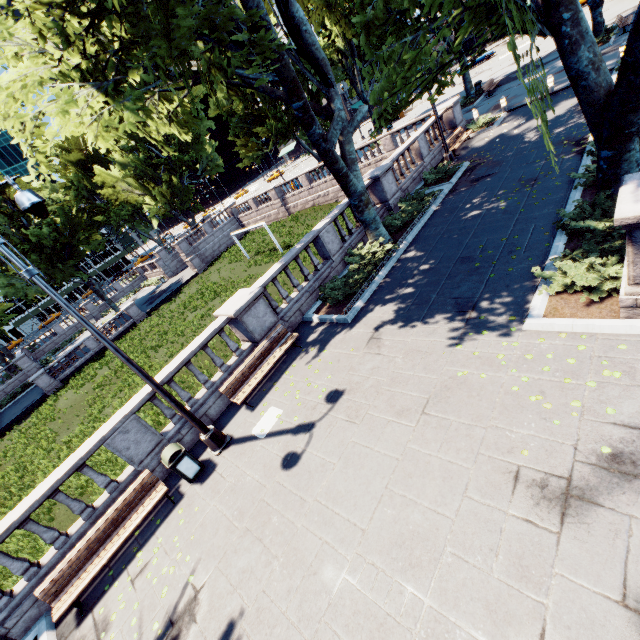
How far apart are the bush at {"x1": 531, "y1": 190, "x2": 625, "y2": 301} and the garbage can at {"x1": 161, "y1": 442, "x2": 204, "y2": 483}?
10.46m

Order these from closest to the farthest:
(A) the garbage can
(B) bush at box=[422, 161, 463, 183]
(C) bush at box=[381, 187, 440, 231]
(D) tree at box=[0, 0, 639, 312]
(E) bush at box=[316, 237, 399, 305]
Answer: (D) tree at box=[0, 0, 639, 312]
(A) the garbage can
(E) bush at box=[316, 237, 399, 305]
(C) bush at box=[381, 187, 440, 231]
(B) bush at box=[422, 161, 463, 183]

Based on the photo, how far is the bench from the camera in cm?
693

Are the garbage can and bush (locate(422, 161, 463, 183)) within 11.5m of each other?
no

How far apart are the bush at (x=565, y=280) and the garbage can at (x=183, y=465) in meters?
10.5 m

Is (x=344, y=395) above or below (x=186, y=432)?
below

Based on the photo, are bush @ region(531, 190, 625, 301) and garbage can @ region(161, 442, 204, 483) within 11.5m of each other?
yes

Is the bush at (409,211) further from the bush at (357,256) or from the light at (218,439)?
the light at (218,439)
